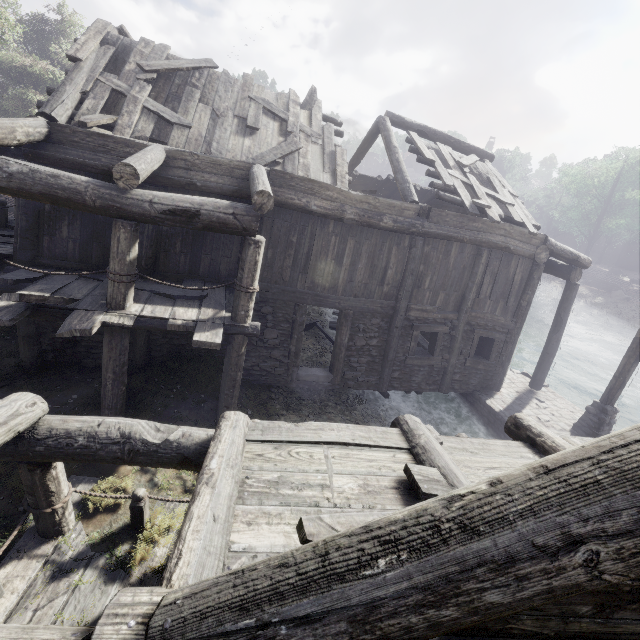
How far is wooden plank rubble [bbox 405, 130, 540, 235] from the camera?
9.9 meters

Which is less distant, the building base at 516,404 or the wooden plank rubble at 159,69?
the wooden plank rubble at 159,69

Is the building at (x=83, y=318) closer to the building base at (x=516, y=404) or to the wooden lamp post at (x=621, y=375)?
the building base at (x=516, y=404)

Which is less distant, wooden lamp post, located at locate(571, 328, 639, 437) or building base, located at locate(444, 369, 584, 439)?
wooden lamp post, located at locate(571, 328, 639, 437)

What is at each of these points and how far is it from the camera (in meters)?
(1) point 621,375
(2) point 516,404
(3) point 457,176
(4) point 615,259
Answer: (1) wooden lamp post, 9.74
(2) building base, 11.78
(3) wooden plank rubble, 10.80
(4) building, 44.25

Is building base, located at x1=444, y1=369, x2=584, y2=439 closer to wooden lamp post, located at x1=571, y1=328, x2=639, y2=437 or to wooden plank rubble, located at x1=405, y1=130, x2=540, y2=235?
wooden lamp post, located at x1=571, y1=328, x2=639, y2=437

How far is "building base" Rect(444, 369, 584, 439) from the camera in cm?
1091

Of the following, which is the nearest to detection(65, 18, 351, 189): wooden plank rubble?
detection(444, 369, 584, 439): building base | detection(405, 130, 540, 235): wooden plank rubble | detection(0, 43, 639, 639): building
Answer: detection(0, 43, 639, 639): building
